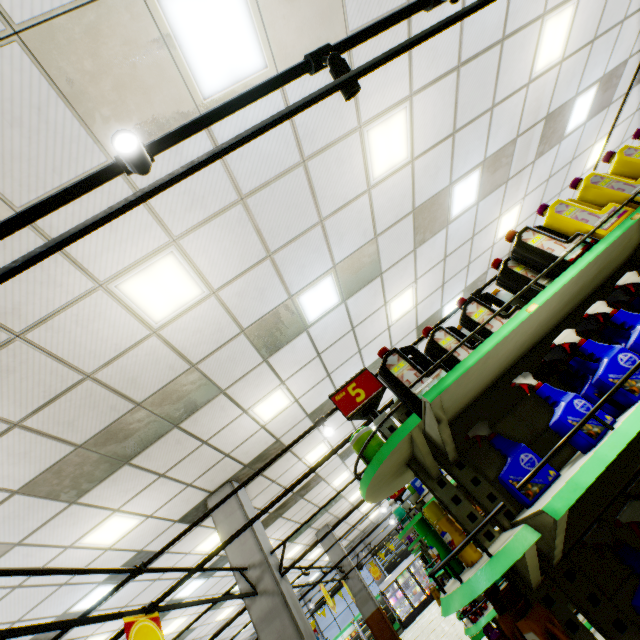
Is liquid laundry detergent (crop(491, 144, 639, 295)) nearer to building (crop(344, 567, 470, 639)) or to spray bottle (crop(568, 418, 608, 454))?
spray bottle (crop(568, 418, 608, 454))

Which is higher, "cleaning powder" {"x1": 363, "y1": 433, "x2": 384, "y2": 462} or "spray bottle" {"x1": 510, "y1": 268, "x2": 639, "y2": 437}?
"cleaning powder" {"x1": 363, "y1": 433, "x2": 384, "y2": 462}

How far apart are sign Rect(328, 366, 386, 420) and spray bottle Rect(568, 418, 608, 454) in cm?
80

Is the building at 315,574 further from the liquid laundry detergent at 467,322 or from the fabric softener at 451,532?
the liquid laundry detergent at 467,322

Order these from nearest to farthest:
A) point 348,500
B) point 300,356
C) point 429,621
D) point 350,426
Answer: point 300,356, point 350,426, point 429,621, point 348,500

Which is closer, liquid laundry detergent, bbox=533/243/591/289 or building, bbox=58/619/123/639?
liquid laundry detergent, bbox=533/243/591/289

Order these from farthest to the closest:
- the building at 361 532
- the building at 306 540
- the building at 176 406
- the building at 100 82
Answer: the building at 361 532
the building at 306 540
the building at 176 406
the building at 100 82

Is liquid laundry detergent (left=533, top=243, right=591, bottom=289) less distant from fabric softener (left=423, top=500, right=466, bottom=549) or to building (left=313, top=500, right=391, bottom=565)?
fabric softener (left=423, top=500, right=466, bottom=549)
